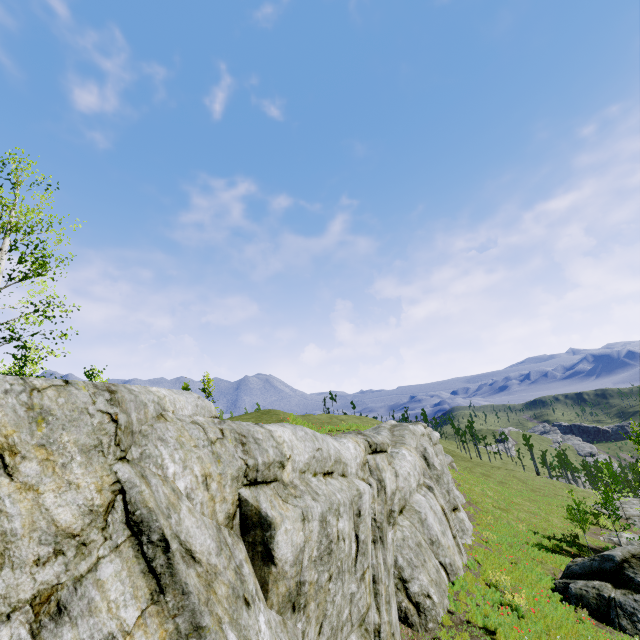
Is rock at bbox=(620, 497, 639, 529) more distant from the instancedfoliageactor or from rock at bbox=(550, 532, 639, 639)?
the instancedfoliageactor

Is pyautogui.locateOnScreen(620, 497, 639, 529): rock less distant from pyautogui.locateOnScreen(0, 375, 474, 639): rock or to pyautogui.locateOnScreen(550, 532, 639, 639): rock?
pyautogui.locateOnScreen(0, 375, 474, 639): rock

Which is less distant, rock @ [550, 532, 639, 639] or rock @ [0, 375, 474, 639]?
rock @ [0, 375, 474, 639]

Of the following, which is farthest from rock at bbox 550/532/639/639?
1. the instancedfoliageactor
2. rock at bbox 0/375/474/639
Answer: the instancedfoliageactor

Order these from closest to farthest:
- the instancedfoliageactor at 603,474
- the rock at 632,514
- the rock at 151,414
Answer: the rock at 151,414 < the instancedfoliageactor at 603,474 < the rock at 632,514

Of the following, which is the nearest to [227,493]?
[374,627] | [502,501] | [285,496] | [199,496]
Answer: [199,496]

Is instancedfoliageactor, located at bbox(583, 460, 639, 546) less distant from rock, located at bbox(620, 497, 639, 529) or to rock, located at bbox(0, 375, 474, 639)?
rock, located at bbox(0, 375, 474, 639)

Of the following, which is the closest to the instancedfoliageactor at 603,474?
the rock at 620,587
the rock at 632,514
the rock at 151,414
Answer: the rock at 151,414
